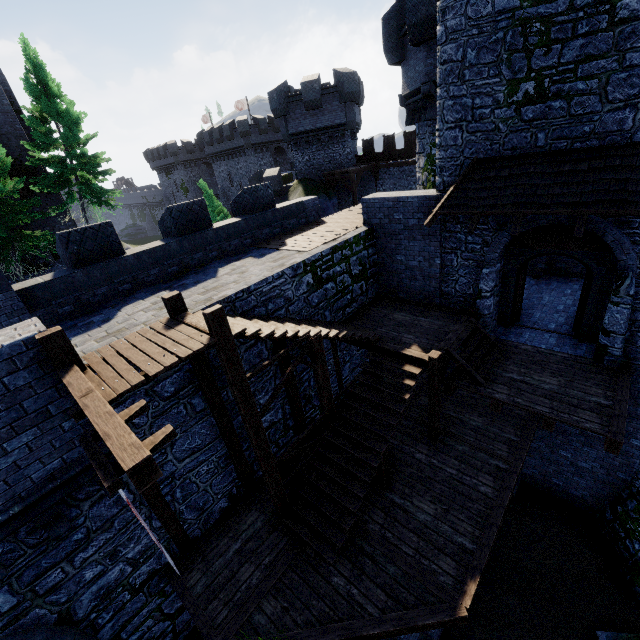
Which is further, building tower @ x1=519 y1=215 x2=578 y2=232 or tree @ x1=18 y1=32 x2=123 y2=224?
tree @ x1=18 y1=32 x2=123 y2=224

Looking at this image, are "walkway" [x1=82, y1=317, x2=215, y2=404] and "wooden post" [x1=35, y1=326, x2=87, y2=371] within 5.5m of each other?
yes

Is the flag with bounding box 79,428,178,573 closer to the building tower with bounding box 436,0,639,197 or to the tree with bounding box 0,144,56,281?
the building tower with bounding box 436,0,639,197

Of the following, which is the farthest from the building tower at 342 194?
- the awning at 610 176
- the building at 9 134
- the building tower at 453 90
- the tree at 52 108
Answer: the awning at 610 176

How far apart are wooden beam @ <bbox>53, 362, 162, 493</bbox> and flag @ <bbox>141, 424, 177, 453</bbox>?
0.0 meters

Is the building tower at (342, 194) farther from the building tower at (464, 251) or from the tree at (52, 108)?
the tree at (52, 108)

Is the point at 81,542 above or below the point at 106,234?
below

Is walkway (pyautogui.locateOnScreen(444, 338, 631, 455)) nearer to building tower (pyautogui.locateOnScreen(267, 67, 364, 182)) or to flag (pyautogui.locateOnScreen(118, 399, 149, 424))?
flag (pyautogui.locateOnScreen(118, 399, 149, 424))
